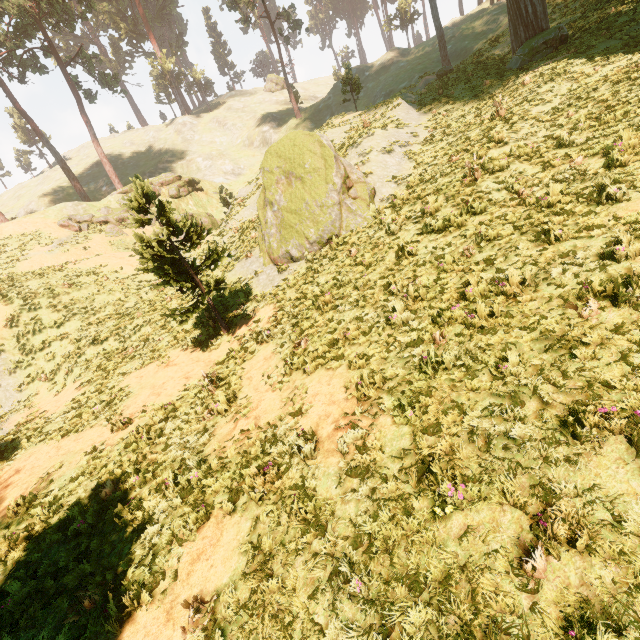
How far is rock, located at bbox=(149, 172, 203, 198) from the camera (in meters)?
35.25

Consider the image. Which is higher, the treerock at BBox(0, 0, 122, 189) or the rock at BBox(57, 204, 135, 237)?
the treerock at BBox(0, 0, 122, 189)

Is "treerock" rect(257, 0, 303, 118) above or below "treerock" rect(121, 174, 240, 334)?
above

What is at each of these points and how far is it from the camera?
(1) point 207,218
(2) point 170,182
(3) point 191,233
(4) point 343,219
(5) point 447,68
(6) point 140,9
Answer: (1) rock, 33.2m
(2) rock, 35.9m
(3) treerock, 11.7m
(4) treerock, 13.3m
(5) treerock, 26.0m
(6) treerock, 58.2m

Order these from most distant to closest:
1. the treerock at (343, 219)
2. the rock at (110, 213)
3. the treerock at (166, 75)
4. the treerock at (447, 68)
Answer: the treerock at (166, 75)
the rock at (110, 213)
the treerock at (447, 68)
the treerock at (343, 219)

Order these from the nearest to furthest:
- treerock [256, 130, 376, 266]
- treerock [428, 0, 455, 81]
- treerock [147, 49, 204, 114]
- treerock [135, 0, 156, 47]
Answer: treerock [256, 130, 376, 266], treerock [428, 0, 455, 81], treerock [147, 49, 204, 114], treerock [135, 0, 156, 47]

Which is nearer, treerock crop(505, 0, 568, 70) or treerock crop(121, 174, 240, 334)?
treerock crop(121, 174, 240, 334)

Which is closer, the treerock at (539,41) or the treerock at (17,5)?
the treerock at (539,41)
